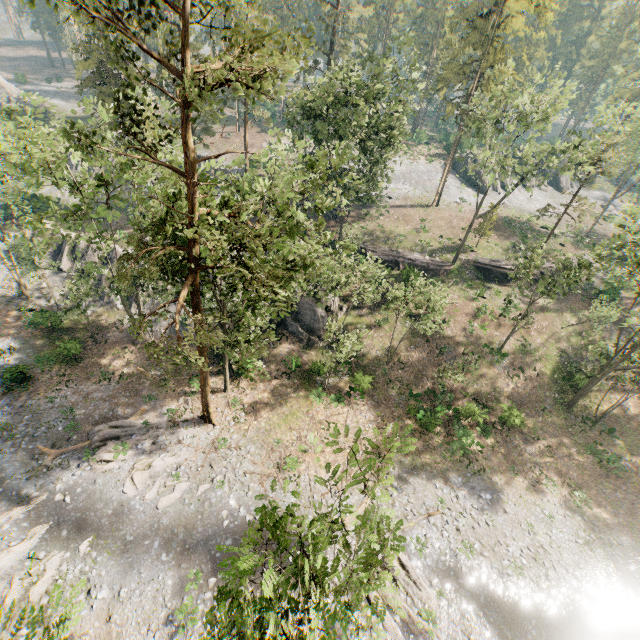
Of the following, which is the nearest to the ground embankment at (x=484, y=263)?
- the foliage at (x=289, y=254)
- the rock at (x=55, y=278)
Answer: the foliage at (x=289, y=254)

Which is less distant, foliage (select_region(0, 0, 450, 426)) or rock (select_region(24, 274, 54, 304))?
foliage (select_region(0, 0, 450, 426))

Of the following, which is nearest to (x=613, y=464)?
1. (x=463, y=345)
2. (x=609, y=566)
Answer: (x=609, y=566)

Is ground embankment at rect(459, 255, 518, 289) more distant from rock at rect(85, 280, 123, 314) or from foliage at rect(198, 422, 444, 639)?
rock at rect(85, 280, 123, 314)

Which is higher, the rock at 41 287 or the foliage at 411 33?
the foliage at 411 33

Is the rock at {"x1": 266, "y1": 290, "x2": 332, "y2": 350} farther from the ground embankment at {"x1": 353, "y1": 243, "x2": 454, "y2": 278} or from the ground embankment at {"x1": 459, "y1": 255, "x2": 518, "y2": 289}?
the ground embankment at {"x1": 459, "y1": 255, "x2": 518, "y2": 289}

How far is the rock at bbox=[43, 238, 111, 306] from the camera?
34.3 meters
